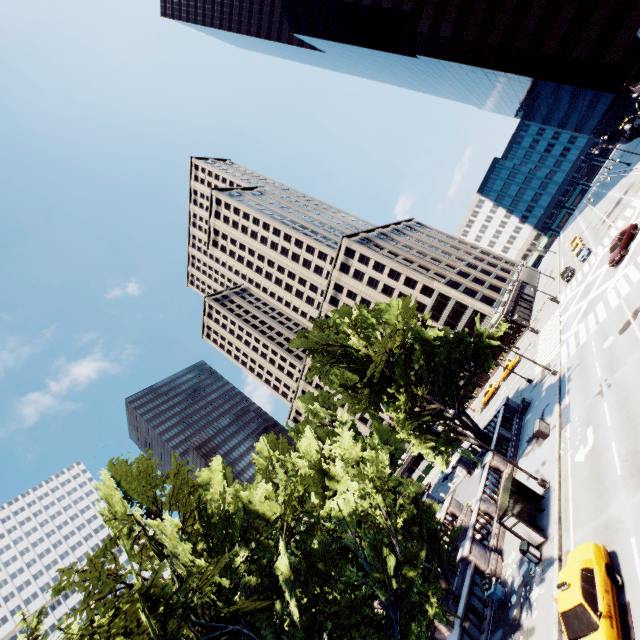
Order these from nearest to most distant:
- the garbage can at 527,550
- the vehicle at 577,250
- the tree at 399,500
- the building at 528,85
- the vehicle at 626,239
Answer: the tree at 399,500 → the garbage can at 527,550 → the vehicle at 626,239 → the building at 528,85 → the vehicle at 577,250

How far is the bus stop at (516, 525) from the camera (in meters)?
17.78

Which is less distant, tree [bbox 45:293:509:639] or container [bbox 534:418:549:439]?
tree [bbox 45:293:509:639]

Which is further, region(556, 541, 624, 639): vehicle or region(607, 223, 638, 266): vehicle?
region(607, 223, 638, 266): vehicle

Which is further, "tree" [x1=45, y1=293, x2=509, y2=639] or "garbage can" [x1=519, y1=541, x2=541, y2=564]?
"garbage can" [x1=519, y1=541, x2=541, y2=564]

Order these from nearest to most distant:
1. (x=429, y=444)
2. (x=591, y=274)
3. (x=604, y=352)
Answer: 1. (x=604, y=352)
2. (x=429, y=444)
3. (x=591, y=274)

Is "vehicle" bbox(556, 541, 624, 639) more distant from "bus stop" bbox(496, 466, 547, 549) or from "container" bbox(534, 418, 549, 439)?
"container" bbox(534, 418, 549, 439)

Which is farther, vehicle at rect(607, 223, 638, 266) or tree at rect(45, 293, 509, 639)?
vehicle at rect(607, 223, 638, 266)
